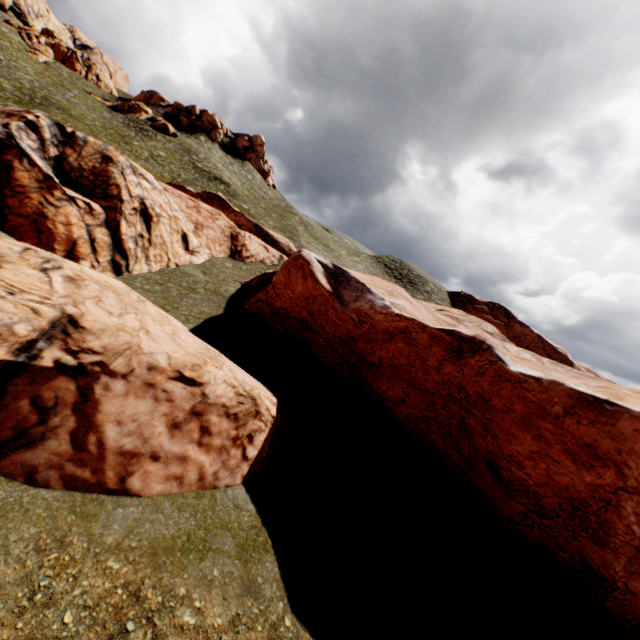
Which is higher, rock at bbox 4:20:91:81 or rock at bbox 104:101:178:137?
rock at bbox 4:20:91:81

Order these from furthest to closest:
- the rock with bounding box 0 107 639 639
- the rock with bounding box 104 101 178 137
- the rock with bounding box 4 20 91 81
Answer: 1. the rock with bounding box 104 101 178 137
2. the rock with bounding box 4 20 91 81
3. the rock with bounding box 0 107 639 639

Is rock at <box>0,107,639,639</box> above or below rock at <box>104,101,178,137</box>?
below

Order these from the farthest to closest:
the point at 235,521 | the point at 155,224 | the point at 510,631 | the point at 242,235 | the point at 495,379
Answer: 1. the point at 242,235
2. the point at 155,224
3. the point at 495,379
4. the point at 510,631
5. the point at 235,521

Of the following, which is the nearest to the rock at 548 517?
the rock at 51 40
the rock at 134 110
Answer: the rock at 134 110

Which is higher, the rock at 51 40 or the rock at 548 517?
the rock at 51 40

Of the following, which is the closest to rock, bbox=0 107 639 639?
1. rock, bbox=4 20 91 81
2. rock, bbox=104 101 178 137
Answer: rock, bbox=104 101 178 137

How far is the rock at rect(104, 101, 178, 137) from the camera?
53.3m
